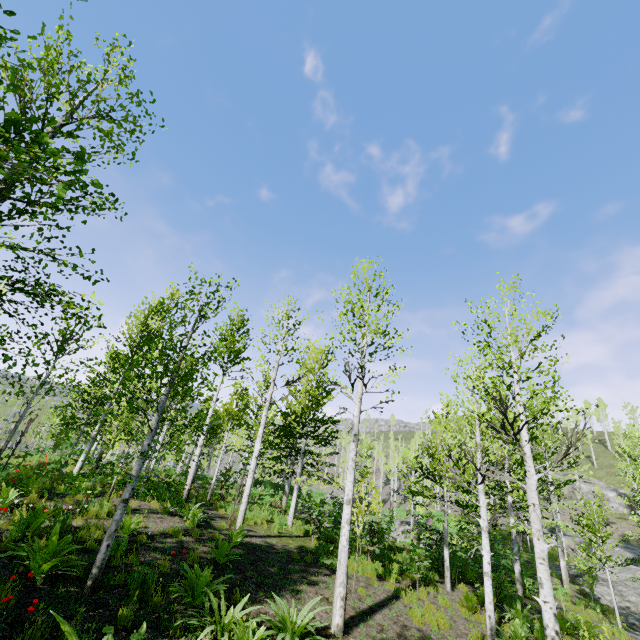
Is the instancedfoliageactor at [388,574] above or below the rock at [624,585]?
Result: above

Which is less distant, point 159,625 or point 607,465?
point 159,625

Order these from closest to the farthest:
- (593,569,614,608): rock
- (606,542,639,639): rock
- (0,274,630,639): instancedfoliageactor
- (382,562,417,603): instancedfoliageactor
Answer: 1. (0,274,630,639): instancedfoliageactor
2. (382,562,417,603): instancedfoliageactor
3. (606,542,639,639): rock
4. (593,569,614,608): rock

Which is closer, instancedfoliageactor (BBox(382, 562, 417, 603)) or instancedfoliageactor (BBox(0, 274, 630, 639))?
instancedfoliageactor (BBox(0, 274, 630, 639))

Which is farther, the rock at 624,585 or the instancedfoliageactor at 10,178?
the rock at 624,585

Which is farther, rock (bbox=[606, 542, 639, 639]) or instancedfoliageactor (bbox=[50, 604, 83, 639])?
rock (bbox=[606, 542, 639, 639])

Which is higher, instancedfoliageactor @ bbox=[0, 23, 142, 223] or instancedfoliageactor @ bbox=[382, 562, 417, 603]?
instancedfoliageactor @ bbox=[0, 23, 142, 223]
